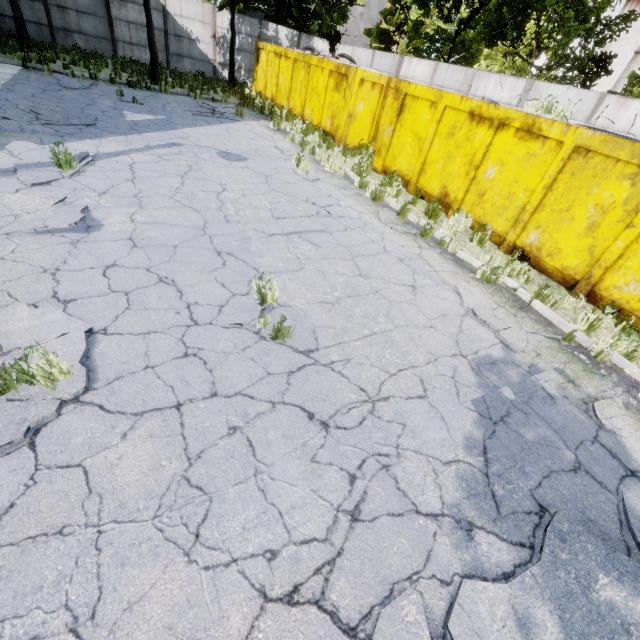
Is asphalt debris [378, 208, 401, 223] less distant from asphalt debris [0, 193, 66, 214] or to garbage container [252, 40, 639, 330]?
garbage container [252, 40, 639, 330]

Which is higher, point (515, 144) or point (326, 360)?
point (515, 144)

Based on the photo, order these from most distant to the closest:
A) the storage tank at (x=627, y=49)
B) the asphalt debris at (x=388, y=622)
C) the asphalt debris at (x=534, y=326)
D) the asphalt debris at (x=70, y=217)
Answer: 1. the storage tank at (x=627, y=49)
2. the asphalt debris at (x=534, y=326)
3. the asphalt debris at (x=70, y=217)
4. the asphalt debris at (x=388, y=622)

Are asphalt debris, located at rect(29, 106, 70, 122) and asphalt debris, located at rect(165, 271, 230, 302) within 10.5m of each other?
yes

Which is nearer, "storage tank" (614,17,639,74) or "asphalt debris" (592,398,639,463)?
"asphalt debris" (592,398,639,463)

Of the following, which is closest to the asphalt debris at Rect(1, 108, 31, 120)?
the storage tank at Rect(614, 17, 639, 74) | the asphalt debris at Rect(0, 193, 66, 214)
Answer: the asphalt debris at Rect(0, 193, 66, 214)

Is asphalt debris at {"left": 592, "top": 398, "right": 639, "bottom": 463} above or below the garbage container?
below

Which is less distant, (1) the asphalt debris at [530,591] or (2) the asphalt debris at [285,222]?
(1) the asphalt debris at [530,591]
